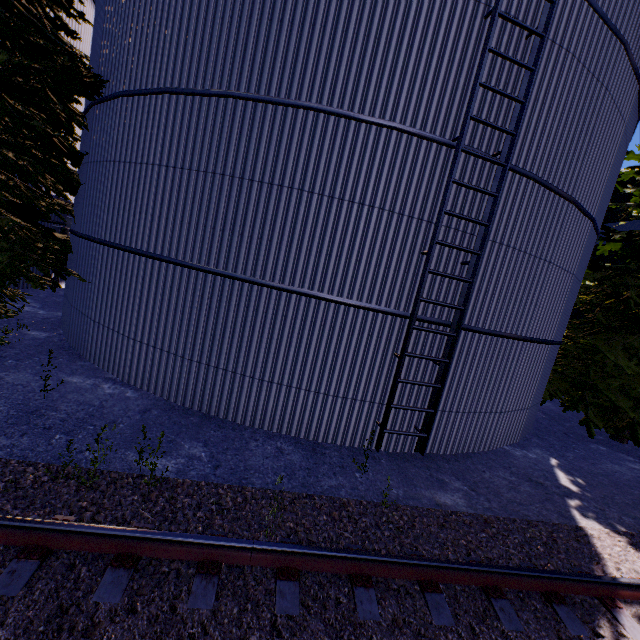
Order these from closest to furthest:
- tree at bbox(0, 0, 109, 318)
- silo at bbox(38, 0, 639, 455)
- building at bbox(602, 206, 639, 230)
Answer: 1. silo at bbox(38, 0, 639, 455)
2. tree at bbox(0, 0, 109, 318)
3. building at bbox(602, 206, 639, 230)

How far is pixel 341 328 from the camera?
6.0m

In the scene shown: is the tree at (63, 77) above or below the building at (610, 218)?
below

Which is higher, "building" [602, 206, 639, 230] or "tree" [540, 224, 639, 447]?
"building" [602, 206, 639, 230]

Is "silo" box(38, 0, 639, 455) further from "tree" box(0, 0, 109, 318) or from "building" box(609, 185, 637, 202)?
"building" box(609, 185, 637, 202)

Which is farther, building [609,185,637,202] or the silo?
building [609,185,637,202]

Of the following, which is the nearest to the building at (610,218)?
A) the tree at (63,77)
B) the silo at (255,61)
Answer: the tree at (63,77)

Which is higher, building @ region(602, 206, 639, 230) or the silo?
Answer: building @ region(602, 206, 639, 230)
